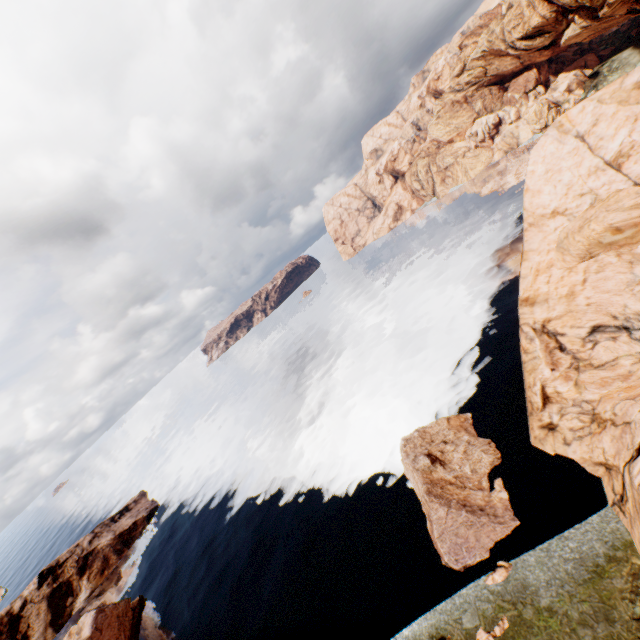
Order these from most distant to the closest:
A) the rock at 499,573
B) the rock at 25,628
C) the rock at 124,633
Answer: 1. the rock at 25,628
2. the rock at 124,633
3. the rock at 499,573

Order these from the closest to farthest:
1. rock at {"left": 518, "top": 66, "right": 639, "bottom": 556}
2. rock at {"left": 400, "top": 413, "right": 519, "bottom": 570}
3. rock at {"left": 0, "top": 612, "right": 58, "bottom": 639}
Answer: rock at {"left": 518, "top": 66, "right": 639, "bottom": 556}
rock at {"left": 400, "top": 413, "right": 519, "bottom": 570}
rock at {"left": 0, "top": 612, "right": 58, "bottom": 639}

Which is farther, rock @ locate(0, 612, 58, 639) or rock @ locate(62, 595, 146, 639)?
rock @ locate(0, 612, 58, 639)

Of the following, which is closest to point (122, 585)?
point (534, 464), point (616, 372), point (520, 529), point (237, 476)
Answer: point (237, 476)

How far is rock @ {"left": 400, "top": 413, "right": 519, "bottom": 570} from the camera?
23.9m

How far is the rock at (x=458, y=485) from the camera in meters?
23.9 m
